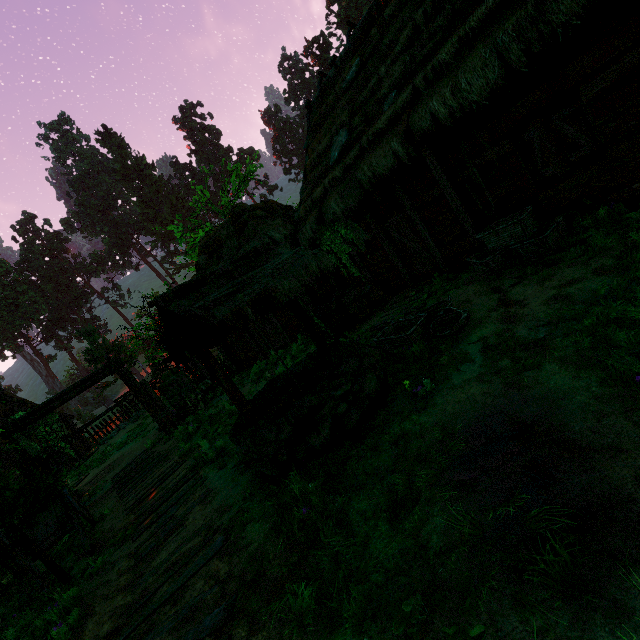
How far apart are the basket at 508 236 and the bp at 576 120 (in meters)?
0.85

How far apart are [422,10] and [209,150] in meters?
53.2

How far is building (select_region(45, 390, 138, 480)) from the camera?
20.7m

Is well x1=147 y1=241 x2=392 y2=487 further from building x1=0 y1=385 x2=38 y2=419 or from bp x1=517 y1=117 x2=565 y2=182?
bp x1=517 y1=117 x2=565 y2=182

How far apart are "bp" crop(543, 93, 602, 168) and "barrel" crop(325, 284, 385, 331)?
5.3 meters

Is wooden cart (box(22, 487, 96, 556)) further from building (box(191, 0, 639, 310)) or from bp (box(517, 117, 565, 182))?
bp (box(517, 117, 565, 182))

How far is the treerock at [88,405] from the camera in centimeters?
3167cm

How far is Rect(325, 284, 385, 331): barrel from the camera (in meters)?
9.57
